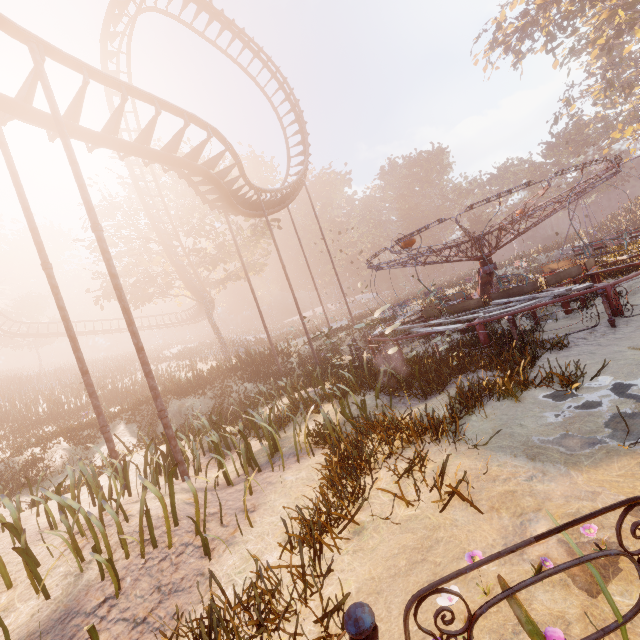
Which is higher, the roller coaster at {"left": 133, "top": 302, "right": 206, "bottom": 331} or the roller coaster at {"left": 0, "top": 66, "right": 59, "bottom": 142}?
the roller coaster at {"left": 0, "top": 66, "right": 59, "bottom": 142}

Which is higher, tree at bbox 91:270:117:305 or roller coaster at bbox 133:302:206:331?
tree at bbox 91:270:117:305

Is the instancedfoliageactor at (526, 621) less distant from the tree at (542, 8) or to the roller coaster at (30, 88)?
the roller coaster at (30, 88)

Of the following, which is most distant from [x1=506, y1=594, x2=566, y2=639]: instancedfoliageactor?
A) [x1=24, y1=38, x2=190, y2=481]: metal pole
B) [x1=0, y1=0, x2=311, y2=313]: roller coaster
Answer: [x1=0, y1=0, x2=311, y2=313]: roller coaster

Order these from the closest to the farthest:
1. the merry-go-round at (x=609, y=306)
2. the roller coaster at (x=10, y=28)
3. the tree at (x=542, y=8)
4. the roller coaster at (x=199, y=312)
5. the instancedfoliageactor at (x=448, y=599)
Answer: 1. the instancedfoliageactor at (x=448, y=599)
2. the roller coaster at (x=10, y=28)
3. the merry-go-round at (x=609, y=306)
4. the tree at (x=542, y=8)
5. the roller coaster at (x=199, y=312)

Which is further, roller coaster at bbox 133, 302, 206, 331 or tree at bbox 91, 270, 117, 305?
roller coaster at bbox 133, 302, 206, 331

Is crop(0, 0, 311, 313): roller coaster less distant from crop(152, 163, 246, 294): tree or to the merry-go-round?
crop(152, 163, 246, 294): tree

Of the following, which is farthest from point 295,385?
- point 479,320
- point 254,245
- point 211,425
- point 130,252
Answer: point 254,245
